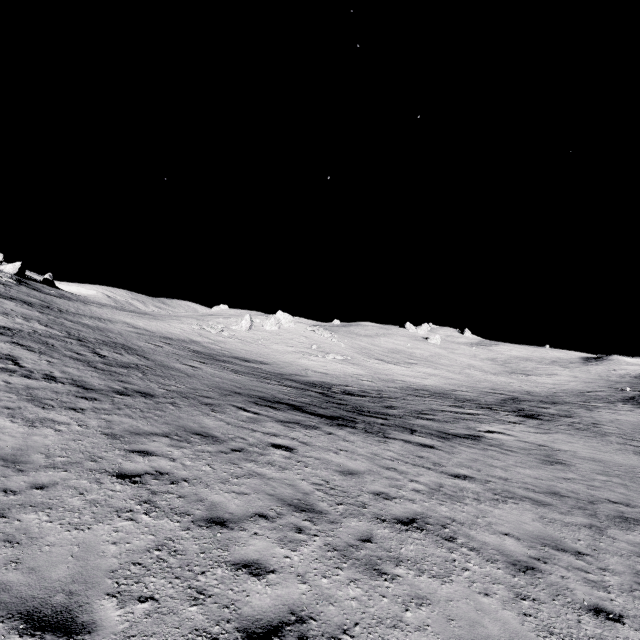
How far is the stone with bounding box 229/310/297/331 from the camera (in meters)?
45.69

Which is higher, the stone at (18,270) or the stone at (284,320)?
the stone at (18,270)

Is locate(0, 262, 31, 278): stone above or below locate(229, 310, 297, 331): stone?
above

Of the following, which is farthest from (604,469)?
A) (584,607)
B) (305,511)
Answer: (305,511)

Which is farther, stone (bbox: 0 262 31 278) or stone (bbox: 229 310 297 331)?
stone (bbox: 229 310 297 331)

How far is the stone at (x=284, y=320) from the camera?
45.69m
